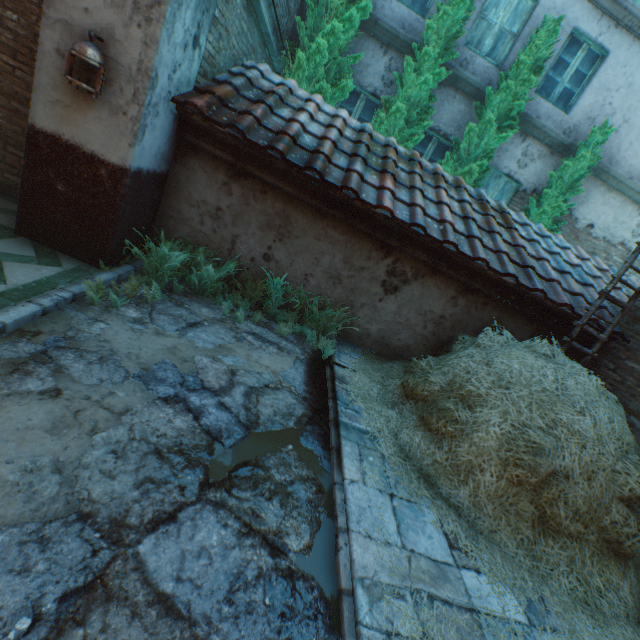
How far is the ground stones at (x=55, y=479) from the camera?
1.6m

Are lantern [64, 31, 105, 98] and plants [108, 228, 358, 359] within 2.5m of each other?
yes

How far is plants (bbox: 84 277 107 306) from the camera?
3.1 meters

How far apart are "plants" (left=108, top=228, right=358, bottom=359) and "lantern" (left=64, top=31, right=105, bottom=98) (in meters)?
1.34

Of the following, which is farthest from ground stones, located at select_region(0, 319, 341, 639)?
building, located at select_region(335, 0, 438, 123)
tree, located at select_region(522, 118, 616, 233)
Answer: tree, located at select_region(522, 118, 616, 233)

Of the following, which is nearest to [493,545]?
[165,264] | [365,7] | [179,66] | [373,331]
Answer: [373,331]

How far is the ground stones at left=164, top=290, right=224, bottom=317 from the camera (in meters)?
4.03

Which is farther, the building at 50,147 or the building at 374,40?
the building at 374,40
